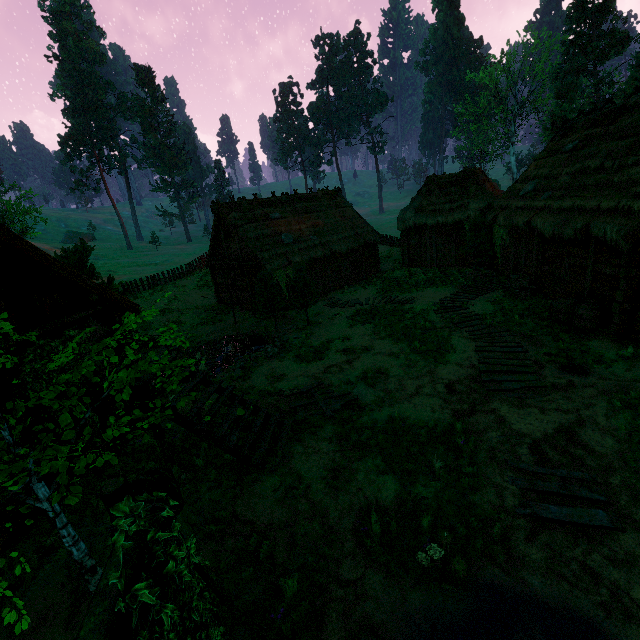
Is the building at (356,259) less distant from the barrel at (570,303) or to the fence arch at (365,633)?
the barrel at (570,303)

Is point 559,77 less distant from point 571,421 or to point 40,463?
point 571,421

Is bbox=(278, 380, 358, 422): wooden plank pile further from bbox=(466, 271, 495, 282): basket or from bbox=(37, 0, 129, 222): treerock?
bbox=(466, 271, 495, 282): basket

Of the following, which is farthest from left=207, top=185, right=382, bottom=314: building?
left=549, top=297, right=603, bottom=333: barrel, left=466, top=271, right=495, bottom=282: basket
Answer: left=466, top=271, right=495, bottom=282: basket

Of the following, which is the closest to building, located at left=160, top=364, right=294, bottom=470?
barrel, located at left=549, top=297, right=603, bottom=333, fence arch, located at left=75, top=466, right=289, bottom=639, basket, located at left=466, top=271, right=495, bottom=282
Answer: barrel, located at left=549, top=297, right=603, bottom=333

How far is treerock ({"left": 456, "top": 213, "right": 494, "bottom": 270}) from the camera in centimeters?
A: 1934cm

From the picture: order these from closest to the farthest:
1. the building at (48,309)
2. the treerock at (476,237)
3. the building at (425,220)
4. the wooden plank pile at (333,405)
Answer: the building at (48,309) < the wooden plank pile at (333,405) < the building at (425,220) < the treerock at (476,237)
